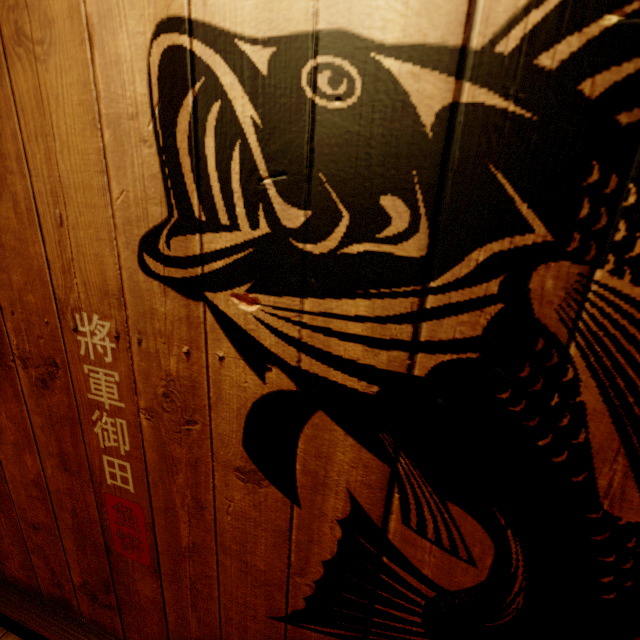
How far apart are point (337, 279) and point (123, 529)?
2.04m
